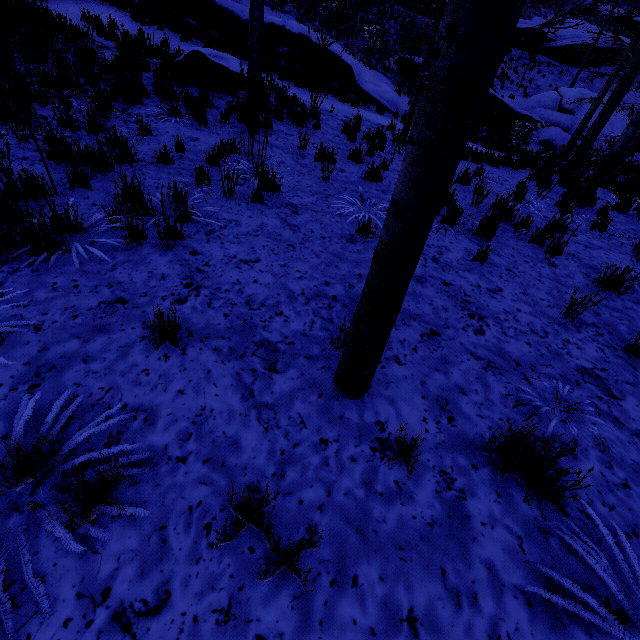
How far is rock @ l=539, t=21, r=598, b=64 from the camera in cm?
2803

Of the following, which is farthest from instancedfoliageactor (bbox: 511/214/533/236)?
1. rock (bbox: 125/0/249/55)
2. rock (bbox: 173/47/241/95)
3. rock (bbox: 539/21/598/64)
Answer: rock (bbox: 539/21/598/64)

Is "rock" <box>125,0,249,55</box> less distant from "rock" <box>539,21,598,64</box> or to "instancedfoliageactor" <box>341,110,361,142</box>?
"instancedfoliageactor" <box>341,110,361,142</box>

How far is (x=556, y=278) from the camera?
4.4 meters

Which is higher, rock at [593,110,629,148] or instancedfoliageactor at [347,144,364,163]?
rock at [593,110,629,148]

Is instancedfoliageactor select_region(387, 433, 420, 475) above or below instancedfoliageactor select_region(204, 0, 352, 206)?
below

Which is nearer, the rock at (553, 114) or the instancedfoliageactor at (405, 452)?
the instancedfoliageactor at (405, 452)

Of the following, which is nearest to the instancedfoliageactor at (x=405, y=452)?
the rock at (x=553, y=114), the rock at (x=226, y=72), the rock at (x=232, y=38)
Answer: the rock at (x=226, y=72)
